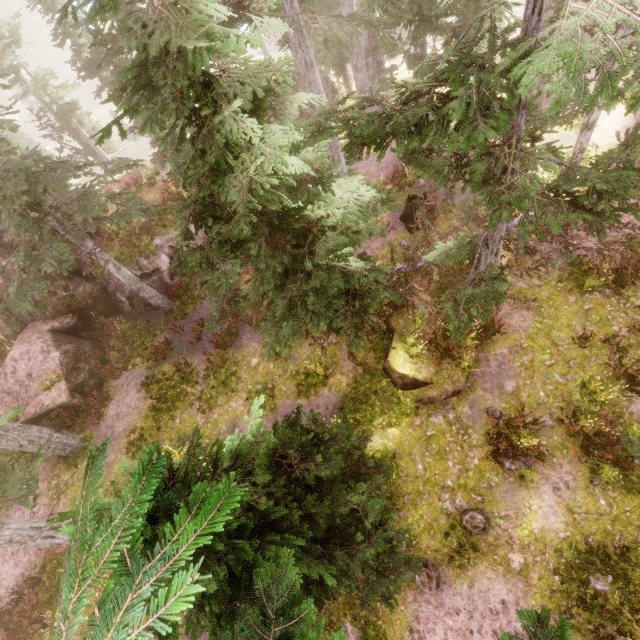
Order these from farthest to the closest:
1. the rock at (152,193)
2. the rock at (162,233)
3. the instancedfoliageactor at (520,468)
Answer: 1. the rock at (152,193)
2. the rock at (162,233)
3. the instancedfoliageactor at (520,468)

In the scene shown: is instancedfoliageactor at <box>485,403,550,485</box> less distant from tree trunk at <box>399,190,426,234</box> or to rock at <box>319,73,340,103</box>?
rock at <box>319,73,340,103</box>

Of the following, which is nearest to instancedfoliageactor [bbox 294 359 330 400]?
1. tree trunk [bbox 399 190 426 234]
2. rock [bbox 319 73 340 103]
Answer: rock [bbox 319 73 340 103]

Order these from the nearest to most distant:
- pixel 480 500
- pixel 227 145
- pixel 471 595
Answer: pixel 227 145
pixel 471 595
pixel 480 500

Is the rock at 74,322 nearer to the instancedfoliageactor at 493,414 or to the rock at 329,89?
the instancedfoliageactor at 493,414

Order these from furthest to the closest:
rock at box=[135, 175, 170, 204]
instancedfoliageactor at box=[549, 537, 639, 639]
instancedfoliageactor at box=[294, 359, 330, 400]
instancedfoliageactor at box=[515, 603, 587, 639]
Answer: rock at box=[135, 175, 170, 204], instancedfoliageactor at box=[294, 359, 330, 400], instancedfoliageactor at box=[549, 537, 639, 639], instancedfoliageactor at box=[515, 603, 587, 639]

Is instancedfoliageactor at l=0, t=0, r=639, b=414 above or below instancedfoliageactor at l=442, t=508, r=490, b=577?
above

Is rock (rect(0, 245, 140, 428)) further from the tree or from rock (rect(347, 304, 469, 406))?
rock (rect(347, 304, 469, 406))
